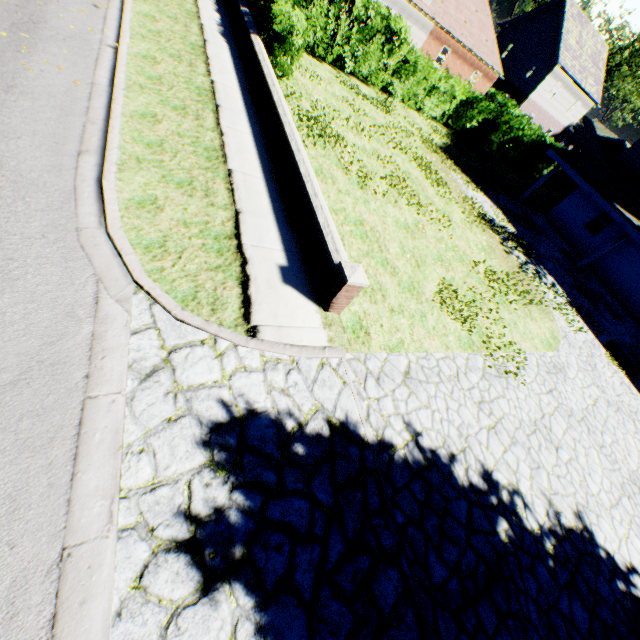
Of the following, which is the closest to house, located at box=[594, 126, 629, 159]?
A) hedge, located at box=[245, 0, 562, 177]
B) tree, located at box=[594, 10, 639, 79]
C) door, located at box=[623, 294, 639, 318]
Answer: hedge, located at box=[245, 0, 562, 177]

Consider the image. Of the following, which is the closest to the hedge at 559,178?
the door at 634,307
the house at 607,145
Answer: the house at 607,145

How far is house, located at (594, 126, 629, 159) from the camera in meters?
54.0 m

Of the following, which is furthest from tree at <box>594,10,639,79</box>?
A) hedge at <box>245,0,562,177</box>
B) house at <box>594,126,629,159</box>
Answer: house at <box>594,126,629,159</box>

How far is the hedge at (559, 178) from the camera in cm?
2970

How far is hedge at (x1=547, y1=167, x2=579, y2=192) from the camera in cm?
2970

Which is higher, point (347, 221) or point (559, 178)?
point (559, 178)

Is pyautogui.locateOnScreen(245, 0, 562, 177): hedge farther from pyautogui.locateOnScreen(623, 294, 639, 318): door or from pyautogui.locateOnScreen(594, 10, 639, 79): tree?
pyautogui.locateOnScreen(623, 294, 639, 318): door
